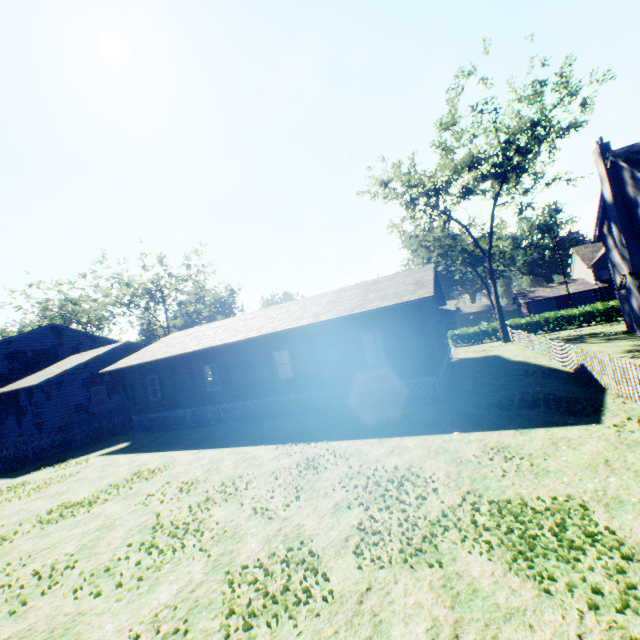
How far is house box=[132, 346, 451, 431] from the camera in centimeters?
1438cm

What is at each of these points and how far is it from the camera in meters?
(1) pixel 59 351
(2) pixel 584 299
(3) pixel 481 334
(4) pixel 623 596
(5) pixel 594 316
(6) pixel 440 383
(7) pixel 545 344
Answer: (1) house, 30.5
(2) garage door, 52.7
(3) hedge, 35.0
(4) plant, 3.6
(5) hedge, 31.0
(6) house, 14.0
(7) fence, 18.1

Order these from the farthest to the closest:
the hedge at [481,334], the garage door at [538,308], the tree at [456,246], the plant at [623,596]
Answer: the garage door at [538,308] → the hedge at [481,334] → the tree at [456,246] → the plant at [623,596]

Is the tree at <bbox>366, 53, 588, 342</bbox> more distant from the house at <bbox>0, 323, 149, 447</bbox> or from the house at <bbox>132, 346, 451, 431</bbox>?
the house at <bbox>0, 323, 149, 447</bbox>

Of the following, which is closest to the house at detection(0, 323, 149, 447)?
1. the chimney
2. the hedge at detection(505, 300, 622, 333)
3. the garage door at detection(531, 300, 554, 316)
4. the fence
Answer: the fence

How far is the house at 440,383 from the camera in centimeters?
1438cm

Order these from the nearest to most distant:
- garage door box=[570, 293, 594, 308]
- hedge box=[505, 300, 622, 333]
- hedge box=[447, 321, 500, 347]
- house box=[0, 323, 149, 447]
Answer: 1. house box=[0, 323, 149, 447]
2. hedge box=[505, 300, 622, 333]
3. hedge box=[447, 321, 500, 347]
4. garage door box=[570, 293, 594, 308]

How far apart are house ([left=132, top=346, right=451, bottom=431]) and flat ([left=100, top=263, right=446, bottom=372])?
3.2m
